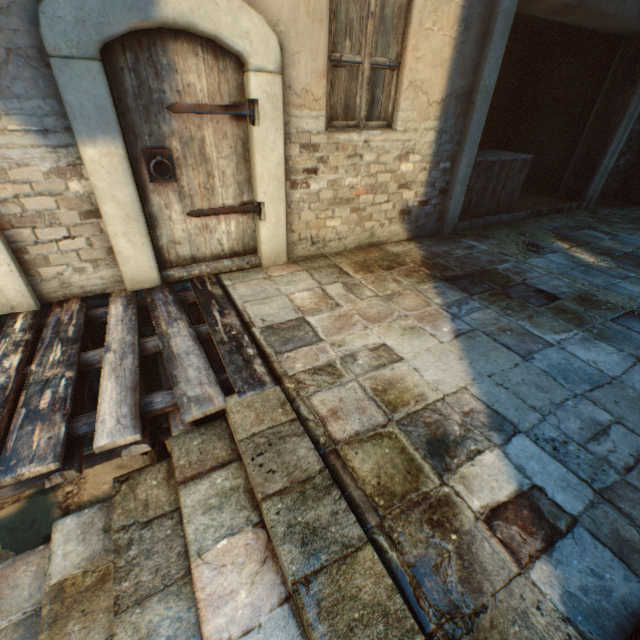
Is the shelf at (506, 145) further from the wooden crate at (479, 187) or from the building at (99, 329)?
the building at (99, 329)

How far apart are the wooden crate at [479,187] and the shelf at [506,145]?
1.4 meters

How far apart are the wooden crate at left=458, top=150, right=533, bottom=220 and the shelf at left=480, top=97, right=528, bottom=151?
1.45m

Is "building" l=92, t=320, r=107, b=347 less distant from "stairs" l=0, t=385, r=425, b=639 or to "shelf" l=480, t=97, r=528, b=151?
"stairs" l=0, t=385, r=425, b=639

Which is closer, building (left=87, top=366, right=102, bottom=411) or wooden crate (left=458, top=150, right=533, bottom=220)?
building (left=87, top=366, right=102, bottom=411)

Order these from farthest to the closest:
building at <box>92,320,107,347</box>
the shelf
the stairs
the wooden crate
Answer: the shelf < the wooden crate < building at <box>92,320,107,347</box> < the stairs

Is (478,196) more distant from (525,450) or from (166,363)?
(166,363)

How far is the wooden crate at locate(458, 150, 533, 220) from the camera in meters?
5.2 m
